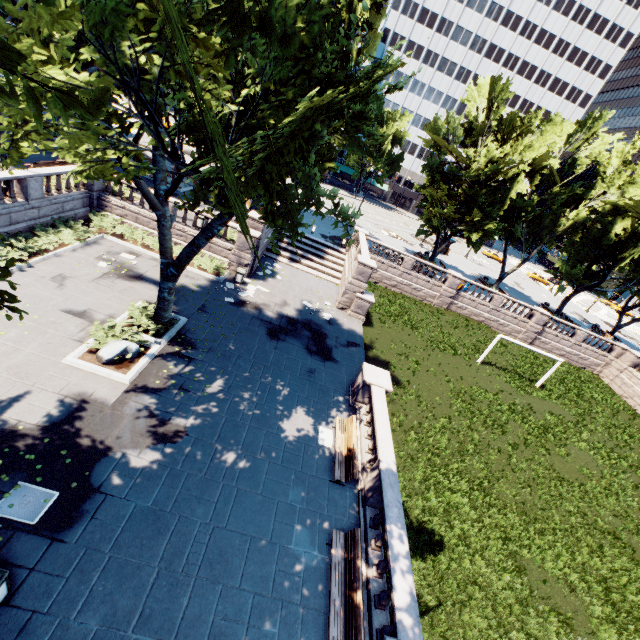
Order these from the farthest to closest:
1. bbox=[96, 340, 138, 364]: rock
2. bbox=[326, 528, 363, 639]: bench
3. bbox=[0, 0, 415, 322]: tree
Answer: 1. bbox=[96, 340, 138, 364]: rock
2. bbox=[326, 528, 363, 639]: bench
3. bbox=[0, 0, 415, 322]: tree

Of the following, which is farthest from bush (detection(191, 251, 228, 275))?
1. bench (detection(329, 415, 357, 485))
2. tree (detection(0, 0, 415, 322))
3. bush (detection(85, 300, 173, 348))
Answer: bench (detection(329, 415, 357, 485))

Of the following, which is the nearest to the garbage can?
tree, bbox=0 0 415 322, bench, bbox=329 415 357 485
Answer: tree, bbox=0 0 415 322

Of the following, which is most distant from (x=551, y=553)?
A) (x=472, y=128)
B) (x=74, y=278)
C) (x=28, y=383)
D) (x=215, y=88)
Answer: (x=472, y=128)

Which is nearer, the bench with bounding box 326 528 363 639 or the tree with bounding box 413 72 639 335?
the bench with bounding box 326 528 363 639

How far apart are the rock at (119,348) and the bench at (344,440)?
8.6m

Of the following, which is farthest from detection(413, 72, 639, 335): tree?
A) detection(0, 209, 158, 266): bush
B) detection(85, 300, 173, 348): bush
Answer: detection(0, 209, 158, 266): bush

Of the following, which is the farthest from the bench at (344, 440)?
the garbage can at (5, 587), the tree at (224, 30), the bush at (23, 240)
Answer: the bush at (23, 240)
